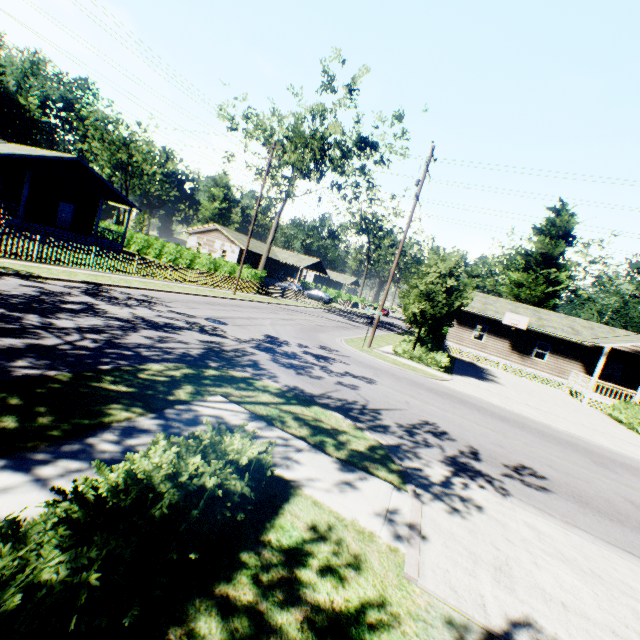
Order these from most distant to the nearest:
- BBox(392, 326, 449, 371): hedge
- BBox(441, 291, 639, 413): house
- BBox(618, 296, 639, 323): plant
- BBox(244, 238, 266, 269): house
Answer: BBox(618, 296, 639, 323): plant → BBox(244, 238, 266, 269): house → BBox(441, 291, 639, 413): house → BBox(392, 326, 449, 371): hedge

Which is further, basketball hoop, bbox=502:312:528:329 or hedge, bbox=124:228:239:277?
hedge, bbox=124:228:239:277

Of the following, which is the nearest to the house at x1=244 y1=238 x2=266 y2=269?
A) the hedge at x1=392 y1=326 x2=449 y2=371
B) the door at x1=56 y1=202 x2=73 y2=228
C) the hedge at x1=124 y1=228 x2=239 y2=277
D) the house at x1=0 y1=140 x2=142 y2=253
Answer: the hedge at x1=124 y1=228 x2=239 y2=277

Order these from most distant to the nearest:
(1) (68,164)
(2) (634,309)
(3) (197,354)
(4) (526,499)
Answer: (2) (634,309), (1) (68,164), (3) (197,354), (4) (526,499)

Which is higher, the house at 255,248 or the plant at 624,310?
the plant at 624,310

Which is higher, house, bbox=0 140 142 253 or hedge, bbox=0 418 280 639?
house, bbox=0 140 142 253

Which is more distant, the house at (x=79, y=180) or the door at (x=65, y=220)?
the door at (x=65, y=220)

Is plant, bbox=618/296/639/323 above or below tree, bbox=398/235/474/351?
above
